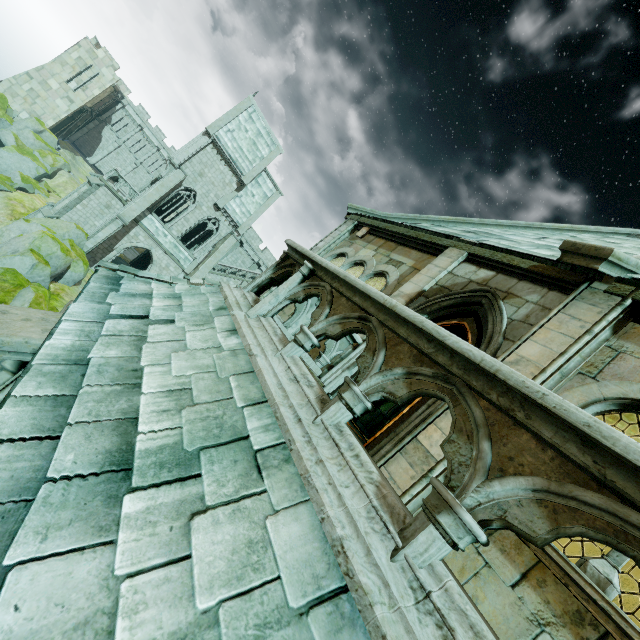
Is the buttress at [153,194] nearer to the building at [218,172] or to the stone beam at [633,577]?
the building at [218,172]

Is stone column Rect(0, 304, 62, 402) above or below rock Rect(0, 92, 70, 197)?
above

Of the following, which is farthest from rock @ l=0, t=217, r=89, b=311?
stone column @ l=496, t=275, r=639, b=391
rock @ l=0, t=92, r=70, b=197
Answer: stone column @ l=496, t=275, r=639, b=391

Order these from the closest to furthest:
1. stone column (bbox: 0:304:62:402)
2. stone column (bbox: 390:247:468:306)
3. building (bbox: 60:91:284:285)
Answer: stone column (bbox: 0:304:62:402)
stone column (bbox: 390:247:468:306)
building (bbox: 60:91:284:285)

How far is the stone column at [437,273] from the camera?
6.1m

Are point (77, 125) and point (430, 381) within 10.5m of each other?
no

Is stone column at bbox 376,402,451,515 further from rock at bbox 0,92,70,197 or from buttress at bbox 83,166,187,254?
rock at bbox 0,92,70,197

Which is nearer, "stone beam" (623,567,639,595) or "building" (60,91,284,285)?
"stone beam" (623,567,639,595)
